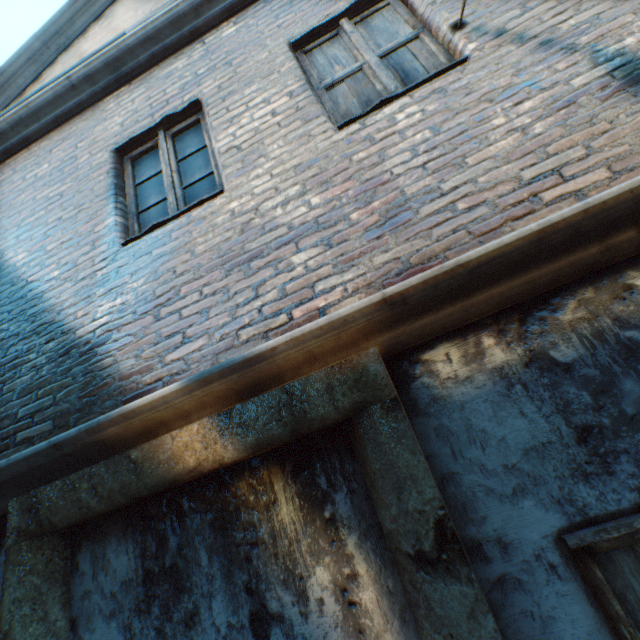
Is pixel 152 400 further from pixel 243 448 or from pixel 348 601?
pixel 348 601
